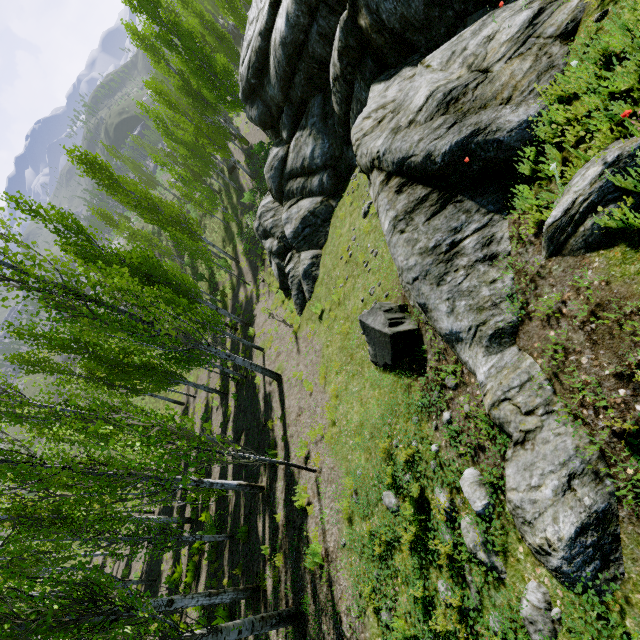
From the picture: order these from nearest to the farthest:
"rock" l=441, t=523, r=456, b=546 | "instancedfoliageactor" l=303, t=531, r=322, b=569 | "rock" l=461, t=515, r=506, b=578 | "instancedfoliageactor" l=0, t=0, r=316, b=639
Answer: "rock" l=461, t=515, r=506, b=578 < "rock" l=441, t=523, r=456, b=546 < "instancedfoliageactor" l=0, t=0, r=316, b=639 < "instancedfoliageactor" l=303, t=531, r=322, b=569

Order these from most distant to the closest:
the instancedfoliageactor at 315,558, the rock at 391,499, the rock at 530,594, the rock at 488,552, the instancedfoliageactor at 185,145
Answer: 1. the instancedfoliageactor at 315,558
2. the instancedfoliageactor at 185,145
3. the rock at 391,499
4. the rock at 488,552
5. the rock at 530,594

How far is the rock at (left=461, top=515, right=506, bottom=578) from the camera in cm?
351

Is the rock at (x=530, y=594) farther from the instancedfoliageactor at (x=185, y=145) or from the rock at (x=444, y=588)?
the instancedfoliageactor at (x=185, y=145)

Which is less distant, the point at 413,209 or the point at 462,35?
the point at 413,209

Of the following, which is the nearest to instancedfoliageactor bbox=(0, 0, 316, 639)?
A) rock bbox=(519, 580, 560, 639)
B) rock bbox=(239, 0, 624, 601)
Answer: rock bbox=(239, 0, 624, 601)

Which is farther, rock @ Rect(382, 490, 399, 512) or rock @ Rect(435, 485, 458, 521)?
rock @ Rect(382, 490, 399, 512)
